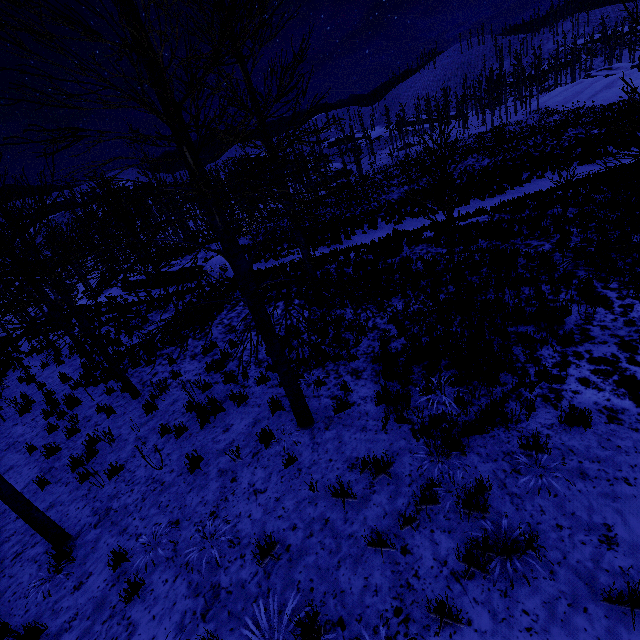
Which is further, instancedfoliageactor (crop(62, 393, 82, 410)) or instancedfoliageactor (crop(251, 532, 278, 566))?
instancedfoliageactor (crop(62, 393, 82, 410))

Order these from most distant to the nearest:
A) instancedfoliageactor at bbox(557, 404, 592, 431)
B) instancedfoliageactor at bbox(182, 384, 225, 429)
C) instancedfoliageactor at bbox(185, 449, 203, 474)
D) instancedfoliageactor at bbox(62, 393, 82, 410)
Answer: instancedfoliageactor at bbox(62, 393, 82, 410), instancedfoliageactor at bbox(182, 384, 225, 429), instancedfoliageactor at bbox(185, 449, 203, 474), instancedfoliageactor at bbox(557, 404, 592, 431)

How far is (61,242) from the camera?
6.91m

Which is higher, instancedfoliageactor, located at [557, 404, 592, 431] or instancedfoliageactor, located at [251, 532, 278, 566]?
instancedfoliageactor, located at [251, 532, 278, 566]

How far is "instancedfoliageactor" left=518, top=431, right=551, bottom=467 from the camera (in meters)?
4.17

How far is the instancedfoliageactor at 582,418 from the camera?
4.4 meters

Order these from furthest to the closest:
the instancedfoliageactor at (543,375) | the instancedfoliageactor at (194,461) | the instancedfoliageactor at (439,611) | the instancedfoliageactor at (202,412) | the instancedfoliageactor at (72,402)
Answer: the instancedfoliageactor at (72,402) → the instancedfoliageactor at (202,412) → the instancedfoliageactor at (194,461) → the instancedfoliageactor at (543,375) → the instancedfoliageactor at (439,611)
